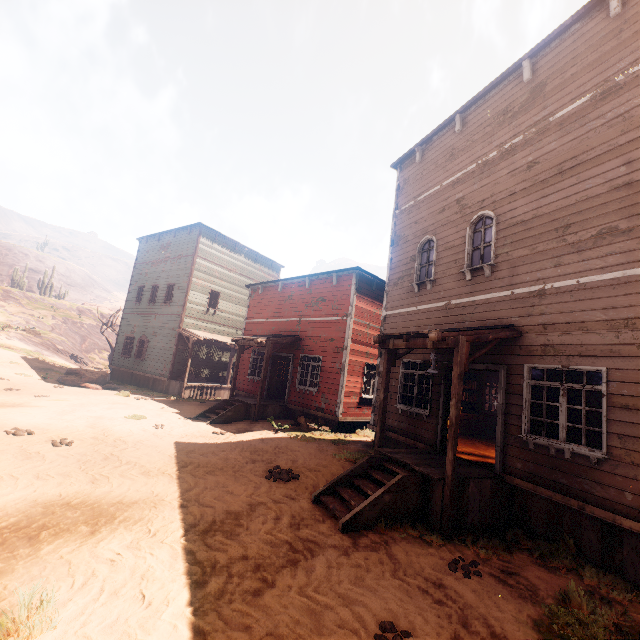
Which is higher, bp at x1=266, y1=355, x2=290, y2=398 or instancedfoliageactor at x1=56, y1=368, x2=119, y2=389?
bp at x1=266, y1=355, x2=290, y2=398

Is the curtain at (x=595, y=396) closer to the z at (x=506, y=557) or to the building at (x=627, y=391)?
the building at (x=627, y=391)

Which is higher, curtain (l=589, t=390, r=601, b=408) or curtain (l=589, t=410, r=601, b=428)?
curtain (l=589, t=390, r=601, b=408)

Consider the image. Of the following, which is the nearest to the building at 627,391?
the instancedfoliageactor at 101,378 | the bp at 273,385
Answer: the bp at 273,385

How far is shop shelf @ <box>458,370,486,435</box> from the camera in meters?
12.4 m

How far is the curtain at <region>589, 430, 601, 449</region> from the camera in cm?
561

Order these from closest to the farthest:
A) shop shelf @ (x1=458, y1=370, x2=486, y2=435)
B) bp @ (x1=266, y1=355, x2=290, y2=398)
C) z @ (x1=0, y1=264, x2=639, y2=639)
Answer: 1. z @ (x1=0, y1=264, x2=639, y2=639)
2. shop shelf @ (x1=458, y1=370, x2=486, y2=435)
3. bp @ (x1=266, y1=355, x2=290, y2=398)

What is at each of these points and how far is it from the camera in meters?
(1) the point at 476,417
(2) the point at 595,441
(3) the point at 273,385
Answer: (1) shop shelf, 12.7 m
(2) curtain, 5.7 m
(3) bp, 16.2 m
